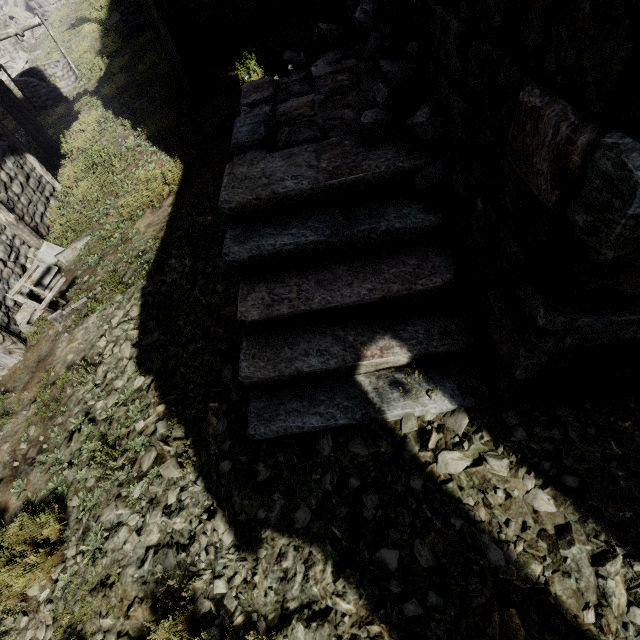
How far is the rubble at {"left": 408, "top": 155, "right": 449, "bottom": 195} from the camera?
3.13m

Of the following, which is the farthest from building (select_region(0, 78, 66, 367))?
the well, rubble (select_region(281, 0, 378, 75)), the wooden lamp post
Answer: the well

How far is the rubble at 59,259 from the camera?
5.7m

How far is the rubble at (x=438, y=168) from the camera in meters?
3.1

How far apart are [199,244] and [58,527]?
4.0 meters

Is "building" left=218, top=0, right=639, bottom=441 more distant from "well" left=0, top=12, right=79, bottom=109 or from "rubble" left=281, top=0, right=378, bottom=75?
"well" left=0, top=12, right=79, bottom=109

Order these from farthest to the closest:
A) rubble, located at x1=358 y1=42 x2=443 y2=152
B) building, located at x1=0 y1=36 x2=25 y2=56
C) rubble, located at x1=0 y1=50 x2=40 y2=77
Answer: building, located at x1=0 y1=36 x2=25 y2=56
rubble, located at x1=0 y1=50 x2=40 y2=77
rubble, located at x1=358 y1=42 x2=443 y2=152

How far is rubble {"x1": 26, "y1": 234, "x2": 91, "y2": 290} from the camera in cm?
574
